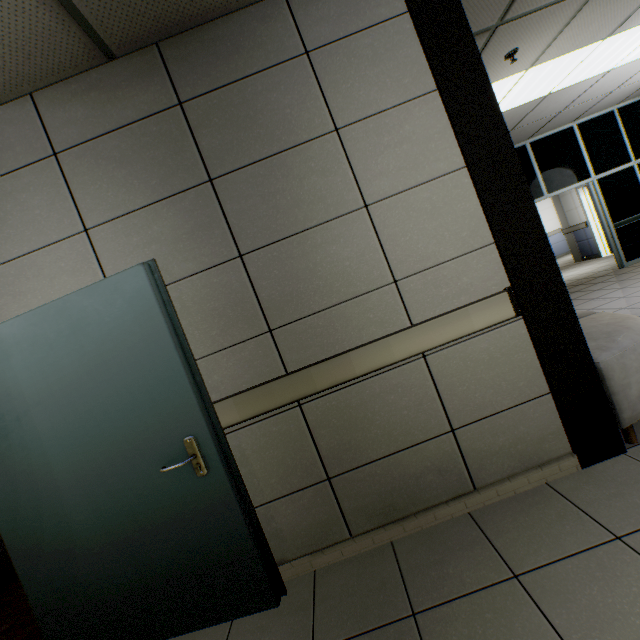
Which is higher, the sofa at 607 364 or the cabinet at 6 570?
the sofa at 607 364

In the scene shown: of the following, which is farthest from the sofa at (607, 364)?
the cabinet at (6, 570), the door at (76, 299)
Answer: the cabinet at (6, 570)

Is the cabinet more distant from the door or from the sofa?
the sofa

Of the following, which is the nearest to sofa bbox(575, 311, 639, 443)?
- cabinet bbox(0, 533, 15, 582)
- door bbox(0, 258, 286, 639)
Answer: door bbox(0, 258, 286, 639)

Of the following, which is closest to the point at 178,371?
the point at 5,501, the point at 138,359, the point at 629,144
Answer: the point at 138,359

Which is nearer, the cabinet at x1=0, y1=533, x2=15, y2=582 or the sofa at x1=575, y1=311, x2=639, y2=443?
the sofa at x1=575, y1=311, x2=639, y2=443

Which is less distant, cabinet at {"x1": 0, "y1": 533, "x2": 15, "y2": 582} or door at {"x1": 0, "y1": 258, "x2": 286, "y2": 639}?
door at {"x1": 0, "y1": 258, "x2": 286, "y2": 639}

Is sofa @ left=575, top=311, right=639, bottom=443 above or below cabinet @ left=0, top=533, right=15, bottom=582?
above
